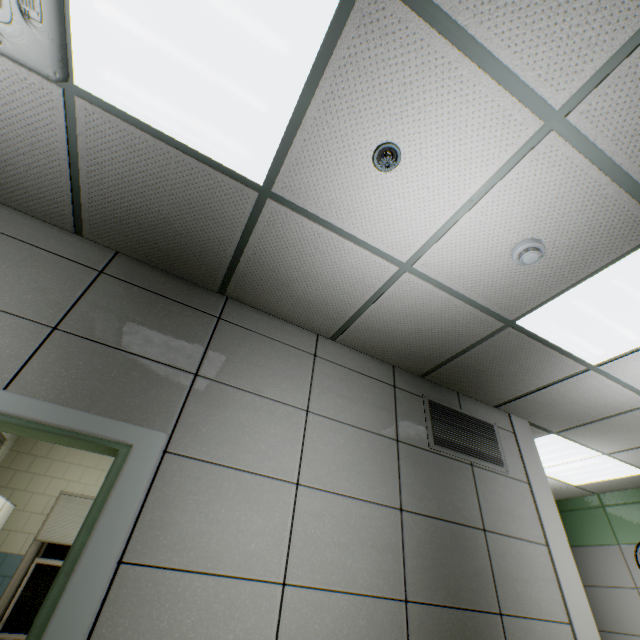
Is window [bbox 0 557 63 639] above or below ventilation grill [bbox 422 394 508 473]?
below

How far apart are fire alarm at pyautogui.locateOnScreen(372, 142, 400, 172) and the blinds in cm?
647

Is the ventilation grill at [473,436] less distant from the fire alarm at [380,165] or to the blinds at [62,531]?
the fire alarm at [380,165]

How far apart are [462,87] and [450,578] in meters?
2.9 m

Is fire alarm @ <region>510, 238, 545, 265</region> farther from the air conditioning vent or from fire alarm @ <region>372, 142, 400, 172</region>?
the air conditioning vent

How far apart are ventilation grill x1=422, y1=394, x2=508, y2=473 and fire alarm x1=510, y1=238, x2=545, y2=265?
1.6m

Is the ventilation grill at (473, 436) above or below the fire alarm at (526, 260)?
below

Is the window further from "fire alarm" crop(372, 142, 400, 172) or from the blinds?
"fire alarm" crop(372, 142, 400, 172)
